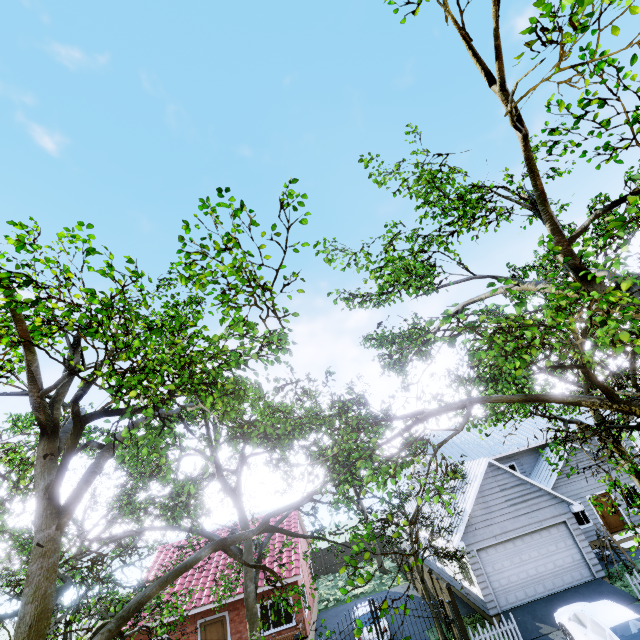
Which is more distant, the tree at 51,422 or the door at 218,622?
the door at 218,622

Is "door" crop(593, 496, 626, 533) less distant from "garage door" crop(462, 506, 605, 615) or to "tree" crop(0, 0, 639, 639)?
"tree" crop(0, 0, 639, 639)

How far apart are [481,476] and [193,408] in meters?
17.1 m

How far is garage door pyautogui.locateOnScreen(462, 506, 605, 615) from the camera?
15.3m

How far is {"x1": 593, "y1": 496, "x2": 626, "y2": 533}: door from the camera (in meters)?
20.36

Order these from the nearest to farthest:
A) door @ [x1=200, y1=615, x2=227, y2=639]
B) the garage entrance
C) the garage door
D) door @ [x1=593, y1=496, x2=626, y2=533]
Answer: the garage entrance → the garage door → door @ [x1=200, y1=615, x2=227, y2=639] → door @ [x1=593, y1=496, x2=626, y2=533]

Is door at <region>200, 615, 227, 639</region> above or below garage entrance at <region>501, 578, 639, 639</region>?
above

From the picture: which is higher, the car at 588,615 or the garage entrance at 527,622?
the car at 588,615
